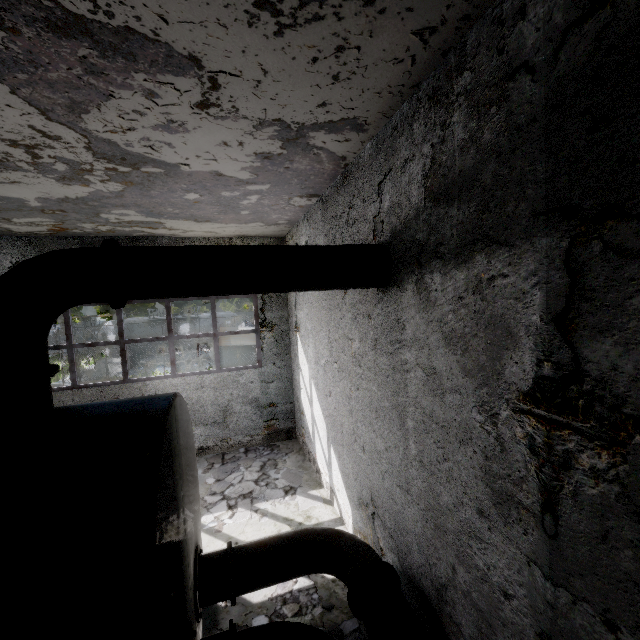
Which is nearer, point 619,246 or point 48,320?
point 619,246

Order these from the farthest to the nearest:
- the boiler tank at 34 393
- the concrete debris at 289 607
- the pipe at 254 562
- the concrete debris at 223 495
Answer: the concrete debris at 223 495, the concrete debris at 289 607, the pipe at 254 562, the boiler tank at 34 393

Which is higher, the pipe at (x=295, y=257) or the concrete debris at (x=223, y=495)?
the pipe at (x=295, y=257)

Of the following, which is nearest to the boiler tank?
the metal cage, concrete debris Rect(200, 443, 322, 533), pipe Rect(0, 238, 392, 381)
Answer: concrete debris Rect(200, 443, 322, 533)

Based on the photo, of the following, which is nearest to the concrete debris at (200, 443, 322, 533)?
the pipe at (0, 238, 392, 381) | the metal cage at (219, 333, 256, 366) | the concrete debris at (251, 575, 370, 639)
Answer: the concrete debris at (251, 575, 370, 639)

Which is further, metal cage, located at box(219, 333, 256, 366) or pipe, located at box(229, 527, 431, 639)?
metal cage, located at box(219, 333, 256, 366)

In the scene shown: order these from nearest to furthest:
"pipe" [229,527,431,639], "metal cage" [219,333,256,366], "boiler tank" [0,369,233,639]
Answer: "boiler tank" [0,369,233,639], "pipe" [229,527,431,639], "metal cage" [219,333,256,366]
